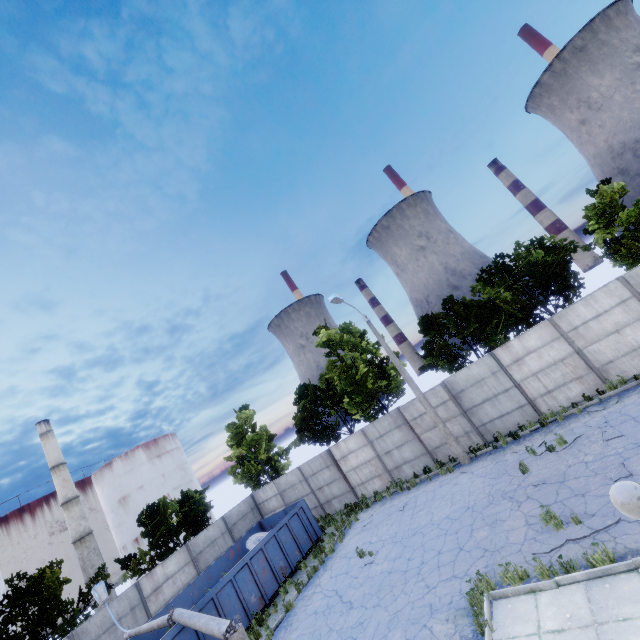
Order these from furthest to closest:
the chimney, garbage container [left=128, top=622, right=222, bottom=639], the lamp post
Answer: the chimney < garbage container [left=128, top=622, right=222, bottom=639] < the lamp post

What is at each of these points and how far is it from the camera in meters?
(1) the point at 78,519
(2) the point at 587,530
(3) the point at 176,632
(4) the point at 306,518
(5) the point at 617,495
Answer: (1) chimney, 39.8 m
(2) asphalt debris, 7.6 m
(3) garbage container, 11.4 m
(4) garbage container, 18.2 m
(5) lamp post, 3.0 m

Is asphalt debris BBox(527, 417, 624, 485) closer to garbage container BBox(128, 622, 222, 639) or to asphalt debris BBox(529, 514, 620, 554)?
asphalt debris BBox(529, 514, 620, 554)

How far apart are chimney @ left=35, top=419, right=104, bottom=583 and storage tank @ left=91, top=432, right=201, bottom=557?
5.8m

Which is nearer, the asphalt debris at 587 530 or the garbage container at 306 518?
the asphalt debris at 587 530

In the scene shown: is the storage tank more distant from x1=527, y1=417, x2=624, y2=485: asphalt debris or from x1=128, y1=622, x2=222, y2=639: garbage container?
x1=527, y1=417, x2=624, y2=485: asphalt debris

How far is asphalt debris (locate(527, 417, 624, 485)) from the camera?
10.5m

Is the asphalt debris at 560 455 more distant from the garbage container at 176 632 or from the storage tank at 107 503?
the storage tank at 107 503
